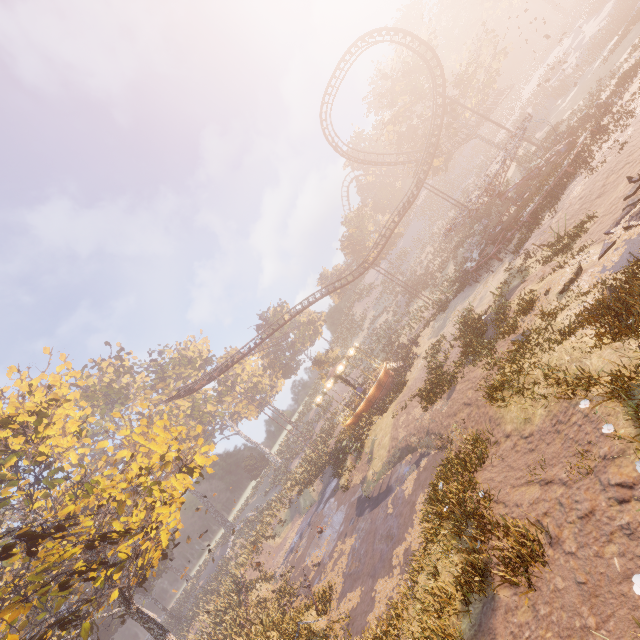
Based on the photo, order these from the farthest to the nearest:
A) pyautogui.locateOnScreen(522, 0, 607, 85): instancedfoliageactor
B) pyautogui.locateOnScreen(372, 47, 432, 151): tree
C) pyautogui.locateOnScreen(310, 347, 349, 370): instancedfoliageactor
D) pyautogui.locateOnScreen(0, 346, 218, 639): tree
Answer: pyautogui.locateOnScreen(310, 347, 349, 370): instancedfoliageactor
pyautogui.locateOnScreen(522, 0, 607, 85): instancedfoliageactor
pyautogui.locateOnScreen(372, 47, 432, 151): tree
pyautogui.locateOnScreen(0, 346, 218, 639): tree

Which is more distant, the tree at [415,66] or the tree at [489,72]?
the tree at [415,66]

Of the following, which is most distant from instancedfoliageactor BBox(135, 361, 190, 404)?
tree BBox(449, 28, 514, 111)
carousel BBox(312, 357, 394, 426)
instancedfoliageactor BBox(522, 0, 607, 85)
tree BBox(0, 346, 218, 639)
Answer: instancedfoliageactor BBox(522, 0, 607, 85)

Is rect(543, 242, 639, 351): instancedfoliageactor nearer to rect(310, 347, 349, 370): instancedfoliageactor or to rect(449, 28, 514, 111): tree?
rect(310, 347, 349, 370): instancedfoliageactor

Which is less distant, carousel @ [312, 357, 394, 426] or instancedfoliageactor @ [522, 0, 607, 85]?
carousel @ [312, 357, 394, 426]

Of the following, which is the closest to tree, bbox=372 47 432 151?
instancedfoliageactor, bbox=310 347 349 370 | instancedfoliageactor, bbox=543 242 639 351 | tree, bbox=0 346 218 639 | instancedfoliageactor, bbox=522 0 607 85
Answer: instancedfoliageactor, bbox=522 0 607 85

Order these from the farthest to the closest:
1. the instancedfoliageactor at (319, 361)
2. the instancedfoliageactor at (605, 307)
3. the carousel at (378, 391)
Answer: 1. the instancedfoliageactor at (319, 361)
2. the carousel at (378, 391)
3. the instancedfoliageactor at (605, 307)

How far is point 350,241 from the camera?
55.8 meters
